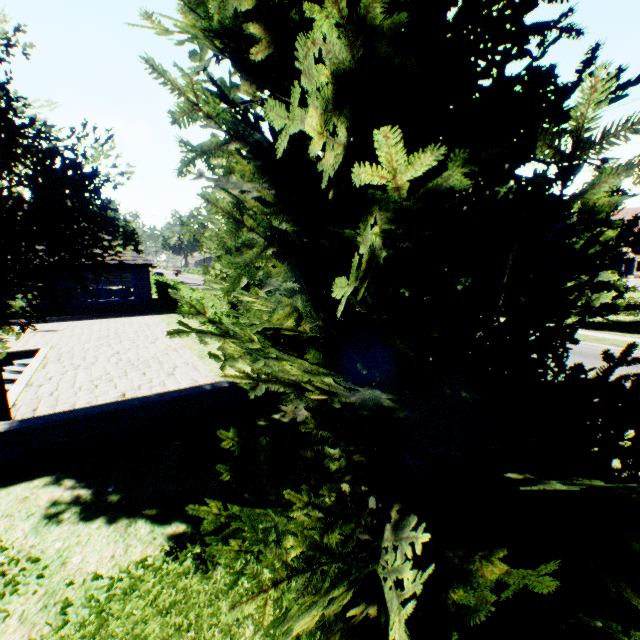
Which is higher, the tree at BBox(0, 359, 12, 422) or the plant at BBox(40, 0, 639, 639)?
the plant at BBox(40, 0, 639, 639)

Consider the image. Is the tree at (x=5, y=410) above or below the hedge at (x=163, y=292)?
below

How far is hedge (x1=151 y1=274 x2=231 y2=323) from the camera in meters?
15.2 m

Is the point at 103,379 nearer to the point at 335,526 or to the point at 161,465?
the point at 161,465

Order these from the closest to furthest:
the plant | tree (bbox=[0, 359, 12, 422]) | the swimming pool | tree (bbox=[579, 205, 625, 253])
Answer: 1. the plant
2. tree (bbox=[0, 359, 12, 422])
3. the swimming pool
4. tree (bbox=[579, 205, 625, 253])

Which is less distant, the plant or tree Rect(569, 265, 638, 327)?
the plant

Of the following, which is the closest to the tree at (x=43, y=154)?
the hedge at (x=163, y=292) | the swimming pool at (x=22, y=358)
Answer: the swimming pool at (x=22, y=358)

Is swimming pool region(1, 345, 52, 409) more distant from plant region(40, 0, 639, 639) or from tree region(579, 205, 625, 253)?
plant region(40, 0, 639, 639)
